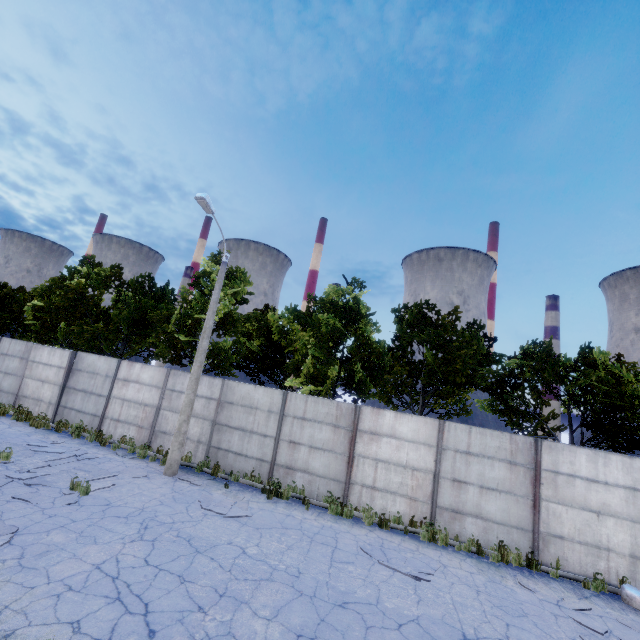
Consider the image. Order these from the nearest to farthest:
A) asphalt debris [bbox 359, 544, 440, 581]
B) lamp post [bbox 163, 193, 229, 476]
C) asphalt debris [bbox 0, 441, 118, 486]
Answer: asphalt debris [bbox 359, 544, 440, 581], asphalt debris [bbox 0, 441, 118, 486], lamp post [bbox 163, 193, 229, 476]

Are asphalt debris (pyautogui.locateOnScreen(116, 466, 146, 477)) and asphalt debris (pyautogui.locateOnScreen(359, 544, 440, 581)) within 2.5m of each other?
no

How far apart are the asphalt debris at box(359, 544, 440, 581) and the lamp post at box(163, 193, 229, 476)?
7.1m

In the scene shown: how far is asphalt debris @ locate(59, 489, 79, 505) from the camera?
8.37m

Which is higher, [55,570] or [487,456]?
[487,456]

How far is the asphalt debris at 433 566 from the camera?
7.9m

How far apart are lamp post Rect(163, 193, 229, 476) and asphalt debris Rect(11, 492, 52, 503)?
3.6m

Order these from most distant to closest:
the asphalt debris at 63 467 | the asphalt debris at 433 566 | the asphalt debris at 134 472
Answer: the asphalt debris at 134 472 < the asphalt debris at 63 467 < the asphalt debris at 433 566
